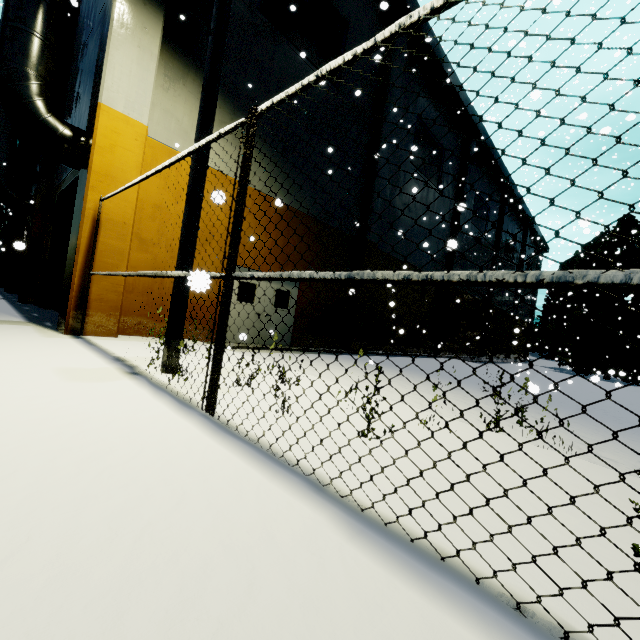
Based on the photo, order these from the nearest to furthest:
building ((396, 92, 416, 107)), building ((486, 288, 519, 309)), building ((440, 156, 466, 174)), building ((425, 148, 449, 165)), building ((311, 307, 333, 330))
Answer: building ((311, 307, 333, 330)) → building ((396, 92, 416, 107)) → building ((425, 148, 449, 165)) → building ((440, 156, 466, 174)) → building ((486, 288, 519, 309))

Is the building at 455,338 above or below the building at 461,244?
below

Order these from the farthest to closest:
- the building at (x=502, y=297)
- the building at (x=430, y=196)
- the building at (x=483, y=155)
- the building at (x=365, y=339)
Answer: the building at (x=502, y=297) → the building at (x=483, y=155) → the building at (x=430, y=196) → the building at (x=365, y=339)

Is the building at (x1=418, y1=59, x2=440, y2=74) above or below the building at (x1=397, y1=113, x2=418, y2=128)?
above

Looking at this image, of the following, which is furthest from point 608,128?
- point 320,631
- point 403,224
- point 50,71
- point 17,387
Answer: point 403,224

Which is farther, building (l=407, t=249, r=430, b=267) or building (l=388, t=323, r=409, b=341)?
building (l=407, t=249, r=430, b=267)

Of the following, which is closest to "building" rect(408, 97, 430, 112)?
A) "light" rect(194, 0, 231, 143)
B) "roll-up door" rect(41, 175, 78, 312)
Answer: "roll-up door" rect(41, 175, 78, 312)
